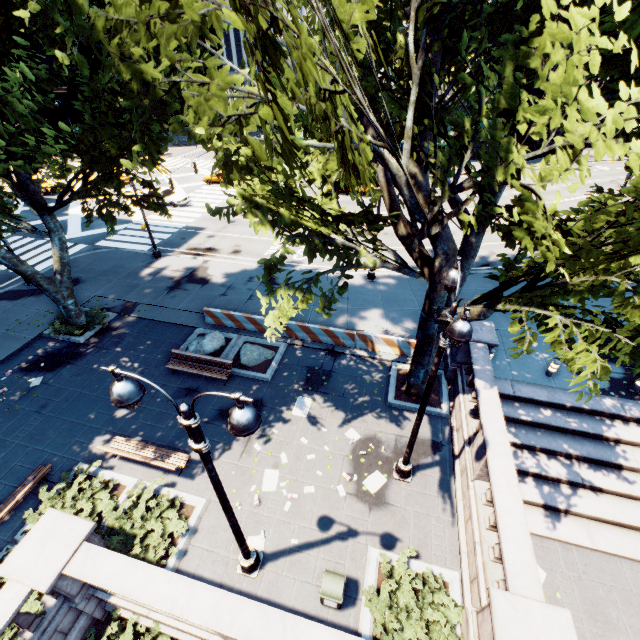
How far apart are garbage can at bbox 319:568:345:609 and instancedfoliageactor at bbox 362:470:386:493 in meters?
2.6

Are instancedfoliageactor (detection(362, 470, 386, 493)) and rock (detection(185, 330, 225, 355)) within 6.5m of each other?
no

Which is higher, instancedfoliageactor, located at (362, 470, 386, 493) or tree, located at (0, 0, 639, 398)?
tree, located at (0, 0, 639, 398)

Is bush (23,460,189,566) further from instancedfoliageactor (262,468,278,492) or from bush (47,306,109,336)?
bush (47,306,109,336)

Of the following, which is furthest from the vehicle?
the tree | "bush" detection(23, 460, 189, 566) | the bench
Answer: "bush" detection(23, 460, 189, 566)

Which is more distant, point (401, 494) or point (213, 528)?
point (401, 494)

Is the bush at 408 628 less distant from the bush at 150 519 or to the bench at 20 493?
the bush at 150 519

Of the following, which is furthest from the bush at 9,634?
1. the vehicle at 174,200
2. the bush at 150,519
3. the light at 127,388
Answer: the vehicle at 174,200
